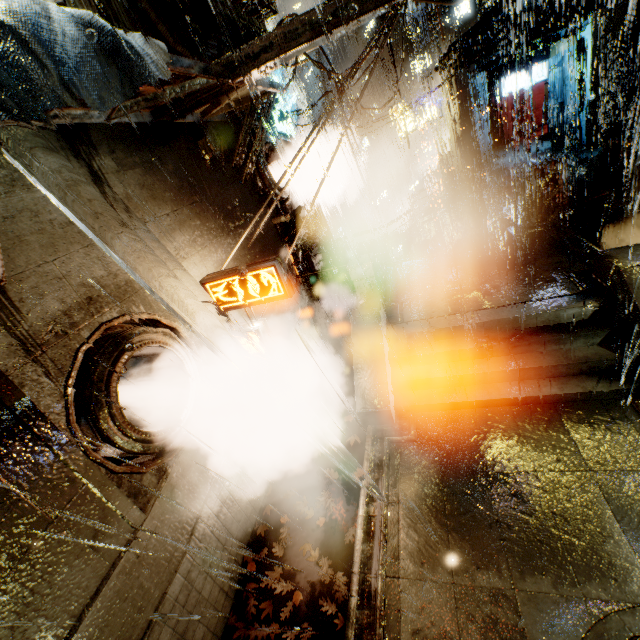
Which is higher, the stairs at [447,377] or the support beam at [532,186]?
the support beam at [532,186]

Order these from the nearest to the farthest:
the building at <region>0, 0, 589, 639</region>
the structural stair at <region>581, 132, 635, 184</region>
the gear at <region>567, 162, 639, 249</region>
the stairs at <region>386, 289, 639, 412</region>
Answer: the building at <region>0, 0, 589, 639</region>
the stairs at <region>386, 289, 639, 412</region>
the gear at <region>567, 162, 639, 249</region>
the structural stair at <region>581, 132, 635, 184</region>

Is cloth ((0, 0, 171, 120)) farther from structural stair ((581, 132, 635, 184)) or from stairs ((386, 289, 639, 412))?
structural stair ((581, 132, 635, 184))

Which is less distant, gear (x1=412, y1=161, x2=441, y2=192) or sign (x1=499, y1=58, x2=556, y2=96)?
sign (x1=499, y1=58, x2=556, y2=96)

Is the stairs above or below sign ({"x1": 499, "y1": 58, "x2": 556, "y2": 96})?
below

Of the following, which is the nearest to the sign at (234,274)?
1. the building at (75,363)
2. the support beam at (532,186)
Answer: the building at (75,363)

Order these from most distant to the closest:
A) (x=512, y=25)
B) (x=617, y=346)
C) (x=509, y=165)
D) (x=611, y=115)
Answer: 1. (x=509, y=165)
2. (x=611, y=115)
3. (x=512, y=25)
4. (x=617, y=346)

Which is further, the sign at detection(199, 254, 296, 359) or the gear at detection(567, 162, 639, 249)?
the gear at detection(567, 162, 639, 249)
